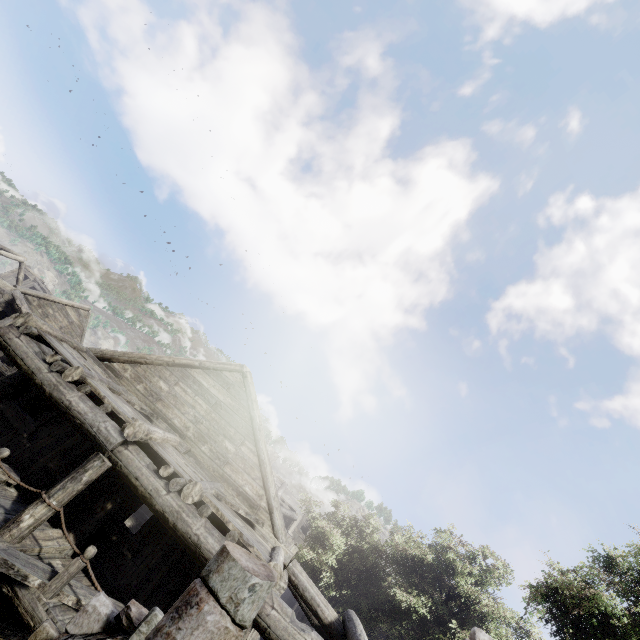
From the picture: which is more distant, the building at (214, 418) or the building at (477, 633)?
the building at (477, 633)

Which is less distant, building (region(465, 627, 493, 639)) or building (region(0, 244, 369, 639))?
building (region(0, 244, 369, 639))

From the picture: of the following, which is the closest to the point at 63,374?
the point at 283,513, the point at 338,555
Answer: the point at 338,555
